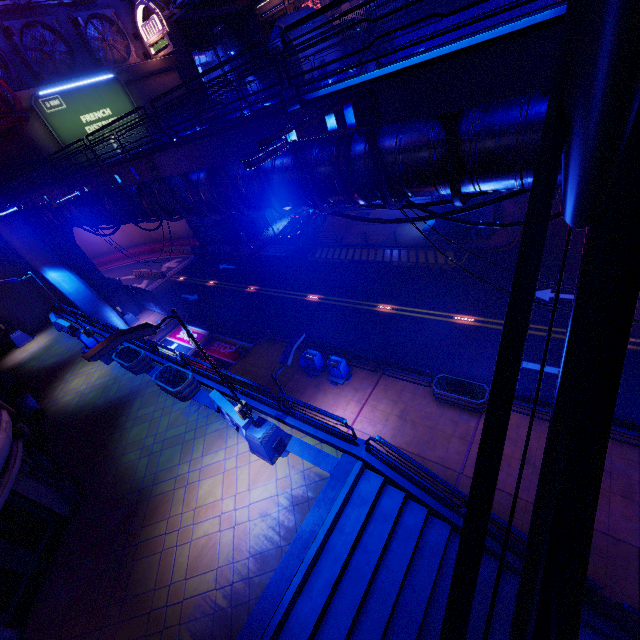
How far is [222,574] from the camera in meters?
8.2 m

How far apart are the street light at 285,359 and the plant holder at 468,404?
5.1 meters

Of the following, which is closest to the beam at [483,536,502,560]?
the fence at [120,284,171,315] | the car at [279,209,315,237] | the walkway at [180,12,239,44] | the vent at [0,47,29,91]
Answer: the fence at [120,284,171,315]

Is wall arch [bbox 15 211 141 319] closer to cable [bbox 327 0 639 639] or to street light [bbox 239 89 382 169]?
street light [bbox 239 89 382 169]

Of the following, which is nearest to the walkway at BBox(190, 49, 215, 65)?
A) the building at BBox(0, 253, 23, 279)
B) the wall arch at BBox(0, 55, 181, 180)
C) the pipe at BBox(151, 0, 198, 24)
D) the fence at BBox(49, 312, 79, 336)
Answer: the building at BBox(0, 253, 23, 279)

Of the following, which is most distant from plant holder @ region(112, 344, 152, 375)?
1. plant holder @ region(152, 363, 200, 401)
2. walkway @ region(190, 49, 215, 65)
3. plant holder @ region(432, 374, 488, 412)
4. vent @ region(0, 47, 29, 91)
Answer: walkway @ region(190, 49, 215, 65)

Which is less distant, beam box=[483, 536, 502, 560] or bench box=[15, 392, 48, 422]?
beam box=[483, 536, 502, 560]

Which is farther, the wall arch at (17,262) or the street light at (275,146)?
the wall arch at (17,262)
